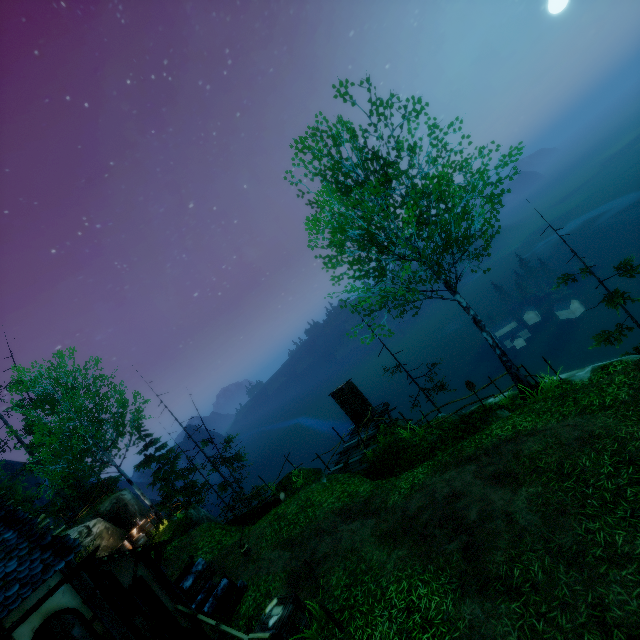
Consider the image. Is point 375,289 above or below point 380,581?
above

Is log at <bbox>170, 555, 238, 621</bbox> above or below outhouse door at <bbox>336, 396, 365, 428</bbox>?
above

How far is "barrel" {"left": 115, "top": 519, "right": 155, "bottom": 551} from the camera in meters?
19.0 m

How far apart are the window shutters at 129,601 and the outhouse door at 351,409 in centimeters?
1307cm

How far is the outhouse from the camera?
19.0 meters

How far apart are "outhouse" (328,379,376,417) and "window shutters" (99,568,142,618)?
13.06m

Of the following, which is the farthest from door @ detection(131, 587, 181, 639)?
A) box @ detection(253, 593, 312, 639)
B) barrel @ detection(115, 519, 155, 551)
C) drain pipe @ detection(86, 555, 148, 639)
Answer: barrel @ detection(115, 519, 155, 551)

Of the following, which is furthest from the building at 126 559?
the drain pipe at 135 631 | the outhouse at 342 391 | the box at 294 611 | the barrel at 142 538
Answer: the outhouse at 342 391
